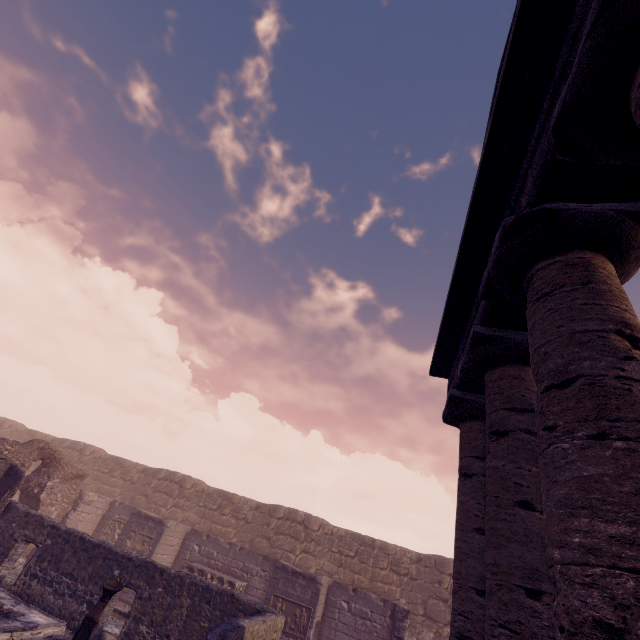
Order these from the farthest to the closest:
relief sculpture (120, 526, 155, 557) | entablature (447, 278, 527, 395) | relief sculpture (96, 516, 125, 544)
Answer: relief sculpture (96, 516, 125, 544)
relief sculpture (120, 526, 155, 557)
entablature (447, 278, 527, 395)

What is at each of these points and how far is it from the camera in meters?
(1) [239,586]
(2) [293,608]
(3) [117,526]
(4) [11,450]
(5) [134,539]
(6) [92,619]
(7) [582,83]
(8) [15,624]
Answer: (1) sarcophagus, 12.6 m
(2) relief sculpture, 11.5 m
(3) relief sculpture, 15.5 m
(4) wall arch, 12.3 m
(5) relief sculpture, 13.5 m
(6) sculpture, 5.8 m
(7) column, 2.4 m
(8) pool, 7.2 m

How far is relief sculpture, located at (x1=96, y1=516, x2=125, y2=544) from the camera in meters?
15.1

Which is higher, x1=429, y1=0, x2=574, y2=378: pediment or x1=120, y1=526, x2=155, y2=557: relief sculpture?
x1=429, y1=0, x2=574, y2=378: pediment

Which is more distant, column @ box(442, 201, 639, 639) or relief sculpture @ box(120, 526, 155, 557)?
relief sculpture @ box(120, 526, 155, 557)

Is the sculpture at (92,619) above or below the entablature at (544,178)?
below

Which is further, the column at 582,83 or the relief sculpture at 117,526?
the relief sculpture at 117,526

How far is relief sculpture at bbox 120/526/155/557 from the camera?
13.1m
